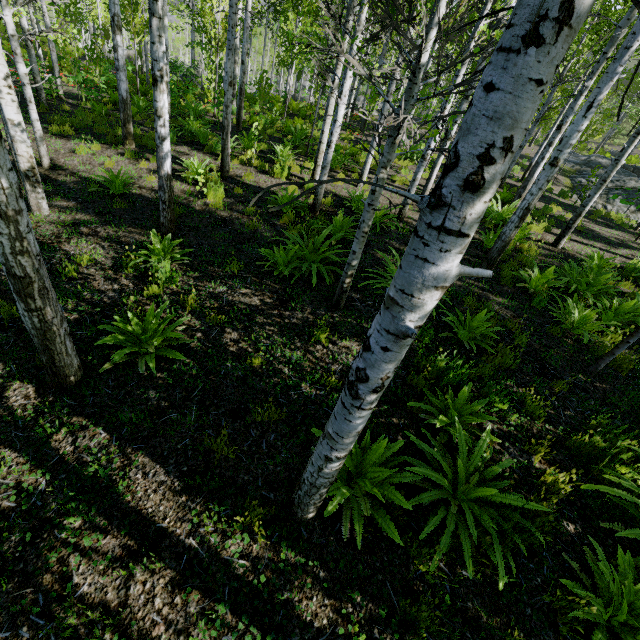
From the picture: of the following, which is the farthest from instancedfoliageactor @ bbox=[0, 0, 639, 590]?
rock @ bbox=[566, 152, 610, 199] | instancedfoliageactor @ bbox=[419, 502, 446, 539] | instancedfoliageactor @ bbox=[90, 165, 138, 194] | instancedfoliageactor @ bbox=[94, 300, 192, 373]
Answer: rock @ bbox=[566, 152, 610, 199]

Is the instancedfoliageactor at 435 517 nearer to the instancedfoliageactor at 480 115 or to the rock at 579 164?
the instancedfoliageactor at 480 115

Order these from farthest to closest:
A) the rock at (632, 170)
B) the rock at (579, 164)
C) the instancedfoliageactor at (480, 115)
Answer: the rock at (579, 164) → the rock at (632, 170) → the instancedfoliageactor at (480, 115)

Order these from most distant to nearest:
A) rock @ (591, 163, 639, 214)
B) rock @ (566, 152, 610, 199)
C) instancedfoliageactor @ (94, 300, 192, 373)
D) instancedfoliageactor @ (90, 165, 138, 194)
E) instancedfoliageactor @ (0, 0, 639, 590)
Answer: rock @ (566, 152, 610, 199)
rock @ (591, 163, 639, 214)
instancedfoliageactor @ (90, 165, 138, 194)
instancedfoliageactor @ (94, 300, 192, 373)
instancedfoliageactor @ (0, 0, 639, 590)

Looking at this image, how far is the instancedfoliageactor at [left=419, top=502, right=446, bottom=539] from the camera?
2.77m

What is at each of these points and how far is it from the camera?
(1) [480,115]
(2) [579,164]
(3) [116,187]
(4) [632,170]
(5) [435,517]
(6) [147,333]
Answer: (1) instancedfoliageactor, 1.0 meters
(2) rock, 24.2 meters
(3) instancedfoliageactor, 7.2 meters
(4) rock, 27.3 meters
(5) instancedfoliageactor, 2.9 meters
(6) instancedfoliageactor, 4.0 meters

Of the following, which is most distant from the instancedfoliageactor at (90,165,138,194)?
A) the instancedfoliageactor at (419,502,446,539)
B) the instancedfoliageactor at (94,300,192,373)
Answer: the instancedfoliageactor at (94,300,192,373)

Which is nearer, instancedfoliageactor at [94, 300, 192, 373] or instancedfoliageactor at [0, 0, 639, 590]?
instancedfoliageactor at [0, 0, 639, 590]
